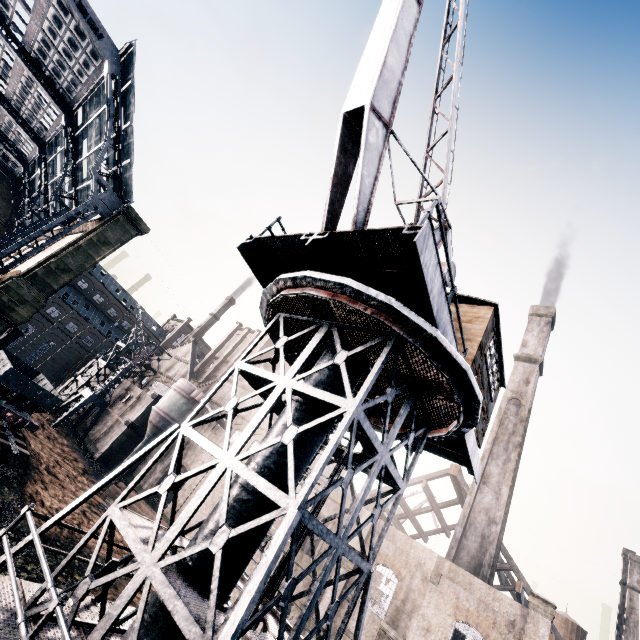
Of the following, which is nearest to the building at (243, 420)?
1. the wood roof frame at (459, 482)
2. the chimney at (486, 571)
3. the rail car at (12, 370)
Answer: the wood roof frame at (459, 482)

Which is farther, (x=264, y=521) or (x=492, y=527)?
(x=492, y=527)

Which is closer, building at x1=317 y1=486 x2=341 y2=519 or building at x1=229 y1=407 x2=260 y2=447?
building at x1=317 y1=486 x2=341 y2=519

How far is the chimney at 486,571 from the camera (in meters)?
25.97

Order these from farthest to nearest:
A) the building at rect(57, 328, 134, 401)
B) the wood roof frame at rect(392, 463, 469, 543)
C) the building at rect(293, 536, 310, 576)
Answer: the building at rect(57, 328, 134, 401)
the wood roof frame at rect(392, 463, 469, 543)
the building at rect(293, 536, 310, 576)

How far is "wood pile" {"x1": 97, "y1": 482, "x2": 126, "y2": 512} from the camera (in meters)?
29.33

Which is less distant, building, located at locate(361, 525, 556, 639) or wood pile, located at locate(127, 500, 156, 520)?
building, located at locate(361, 525, 556, 639)
